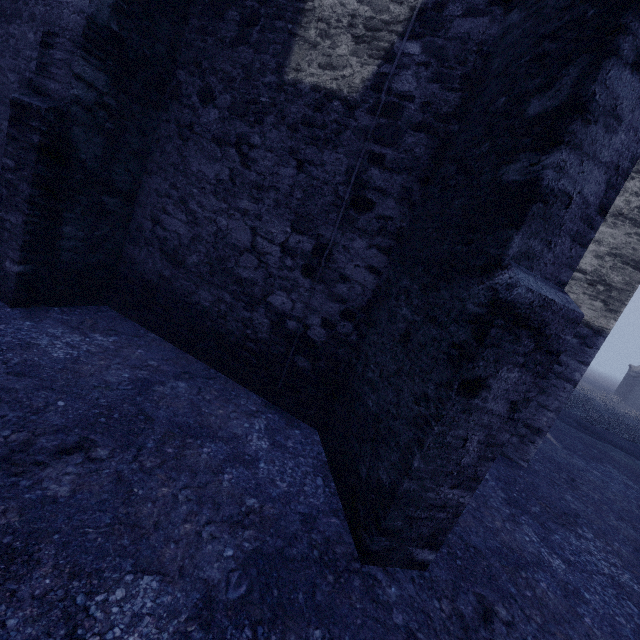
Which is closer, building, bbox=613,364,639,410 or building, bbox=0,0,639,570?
building, bbox=0,0,639,570

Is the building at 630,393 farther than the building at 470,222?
Yes

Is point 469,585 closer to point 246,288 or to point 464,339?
point 464,339
